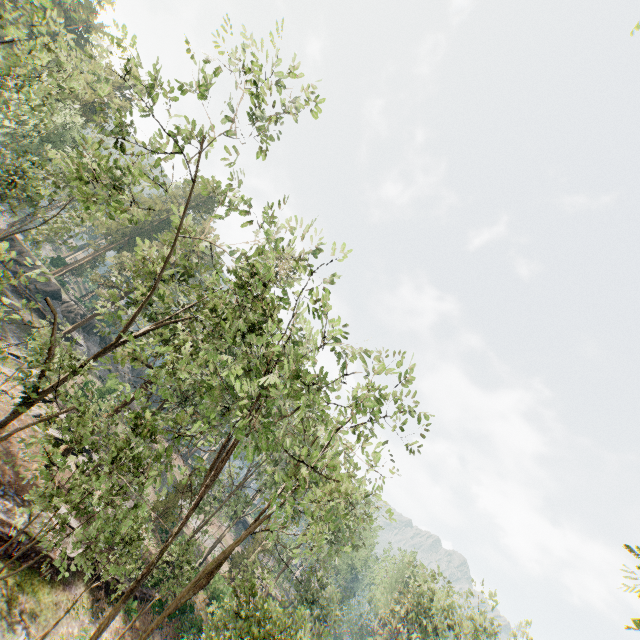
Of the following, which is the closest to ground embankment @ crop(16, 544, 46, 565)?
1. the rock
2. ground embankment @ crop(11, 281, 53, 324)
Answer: ground embankment @ crop(11, 281, 53, 324)

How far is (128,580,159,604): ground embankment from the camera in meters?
22.2

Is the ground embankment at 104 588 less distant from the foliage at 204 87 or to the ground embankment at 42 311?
the foliage at 204 87

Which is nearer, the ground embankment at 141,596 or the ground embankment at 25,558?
the ground embankment at 25,558

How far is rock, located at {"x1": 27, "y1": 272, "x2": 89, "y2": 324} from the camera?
41.9m

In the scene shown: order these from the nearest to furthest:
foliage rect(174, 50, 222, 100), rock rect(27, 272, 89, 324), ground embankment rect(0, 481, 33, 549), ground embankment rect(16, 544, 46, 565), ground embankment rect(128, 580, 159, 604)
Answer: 1. foliage rect(174, 50, 222, 100)
2. ground embankment rect(0, 481, 33, 549)
3. ground embankment rect(16, 544, 46, 565)
4. ground embankment rect(128, 580, 159, 604)
5. rock rect(27, 272, 89, 324)

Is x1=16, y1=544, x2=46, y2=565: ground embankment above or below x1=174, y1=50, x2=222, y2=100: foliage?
below

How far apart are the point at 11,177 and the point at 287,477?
24.9m
